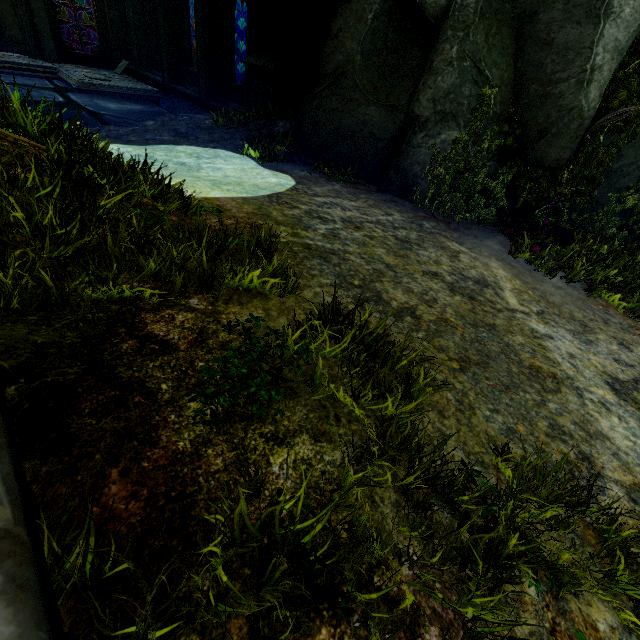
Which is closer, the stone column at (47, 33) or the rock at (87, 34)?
the stone column at (47, 33)

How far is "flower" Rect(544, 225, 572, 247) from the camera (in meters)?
6.22

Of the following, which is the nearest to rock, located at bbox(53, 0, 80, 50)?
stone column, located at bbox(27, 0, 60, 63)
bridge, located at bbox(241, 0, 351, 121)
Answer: stone column, located at bbox(27, 0, 60, 63)

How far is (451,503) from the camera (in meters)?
1.72

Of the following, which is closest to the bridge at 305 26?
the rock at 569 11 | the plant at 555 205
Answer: the rock at 569 11

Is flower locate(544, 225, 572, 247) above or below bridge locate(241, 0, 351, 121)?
below

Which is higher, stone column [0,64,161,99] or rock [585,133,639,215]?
rock [585,133,639,215]

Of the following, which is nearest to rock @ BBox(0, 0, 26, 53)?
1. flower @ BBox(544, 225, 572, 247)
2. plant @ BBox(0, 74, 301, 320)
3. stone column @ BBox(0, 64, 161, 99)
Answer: stone column @ BBox(0, 64, 161, 99)
